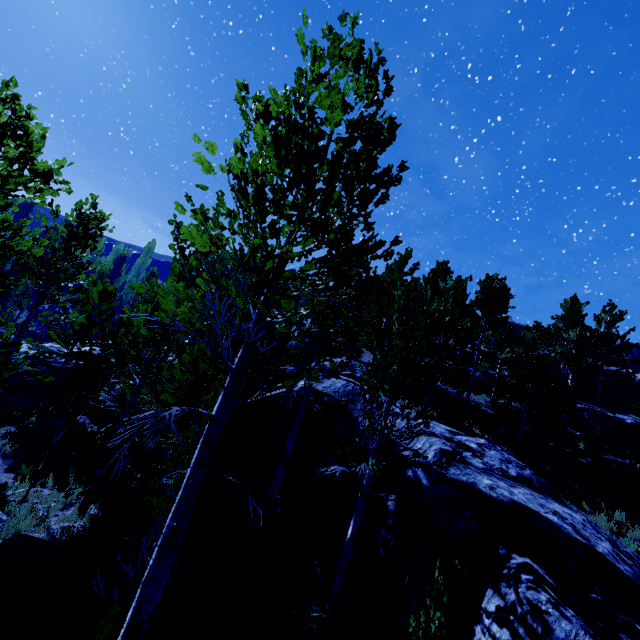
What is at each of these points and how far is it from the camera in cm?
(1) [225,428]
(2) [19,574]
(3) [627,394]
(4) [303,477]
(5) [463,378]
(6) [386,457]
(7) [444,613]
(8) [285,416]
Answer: (1) instancedfoliageactor, 498
(2) rock, 532
(3) rock, 2694
(4) rock, 1082
(5) rock, 2656
(6) rock, 923
(7) instancedfoliageactor, 572
(8) rock, 1244

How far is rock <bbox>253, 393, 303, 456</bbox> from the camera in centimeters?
1173cm

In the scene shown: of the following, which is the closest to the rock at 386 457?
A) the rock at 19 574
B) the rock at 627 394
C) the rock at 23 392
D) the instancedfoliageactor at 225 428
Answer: the instancedfoliageactor at 225 428

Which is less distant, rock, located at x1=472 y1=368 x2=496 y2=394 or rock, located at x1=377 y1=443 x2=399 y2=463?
rock, located at x1=377 y1=443 x2=399 y2=463

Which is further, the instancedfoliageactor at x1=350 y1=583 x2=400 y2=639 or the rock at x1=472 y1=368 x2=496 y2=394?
the rock at x1=472 y1=368 x2=496 y2=394

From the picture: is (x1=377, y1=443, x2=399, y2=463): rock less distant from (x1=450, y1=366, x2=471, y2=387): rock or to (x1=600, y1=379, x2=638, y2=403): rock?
(x1=450, y1=366, x2=471, y2=387): rock

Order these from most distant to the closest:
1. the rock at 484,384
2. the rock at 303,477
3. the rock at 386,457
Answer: the rock at 484,384 → the rock at 303,477 → the rock at 386,457

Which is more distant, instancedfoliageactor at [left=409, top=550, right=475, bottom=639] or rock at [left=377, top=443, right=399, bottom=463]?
rock at [left=377, top=443, right=399, bottom=463]
